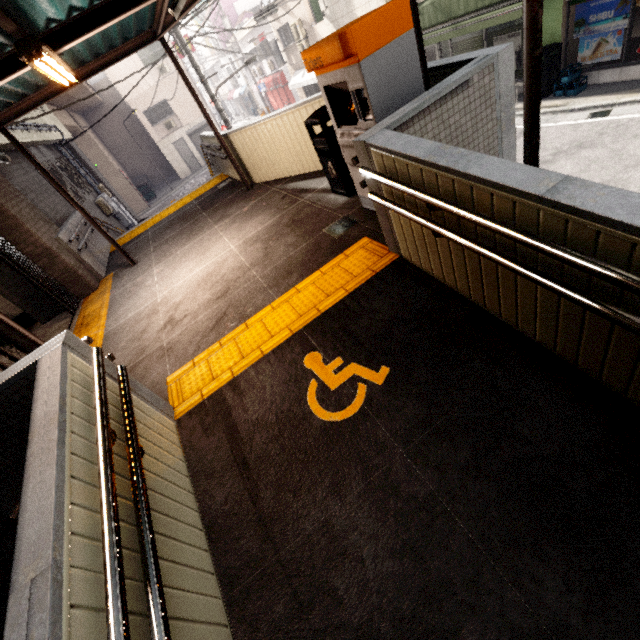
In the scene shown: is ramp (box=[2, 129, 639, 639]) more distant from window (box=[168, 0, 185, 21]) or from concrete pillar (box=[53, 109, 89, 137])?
concrete pillar (box=[53, 109, 89, 137])

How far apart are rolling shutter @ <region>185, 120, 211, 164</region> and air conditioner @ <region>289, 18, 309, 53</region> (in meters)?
10.30

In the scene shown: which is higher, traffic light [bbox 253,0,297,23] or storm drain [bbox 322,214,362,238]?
traffic light [bbox 253,0,297,23]

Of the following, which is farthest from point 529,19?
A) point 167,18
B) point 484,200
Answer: point 167,18

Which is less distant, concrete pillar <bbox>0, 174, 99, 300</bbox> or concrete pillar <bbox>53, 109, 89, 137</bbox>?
concrete pillar <bbox>0, 174, 99, 300</bbox>

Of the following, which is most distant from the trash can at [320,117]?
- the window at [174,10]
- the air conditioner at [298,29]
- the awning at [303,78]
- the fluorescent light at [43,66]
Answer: the air conditioner at [298,29]

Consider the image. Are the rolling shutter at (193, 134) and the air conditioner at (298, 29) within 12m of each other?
yes

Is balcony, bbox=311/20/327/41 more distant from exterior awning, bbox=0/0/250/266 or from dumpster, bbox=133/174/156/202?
dumpster, bbox=133/174/156/202
